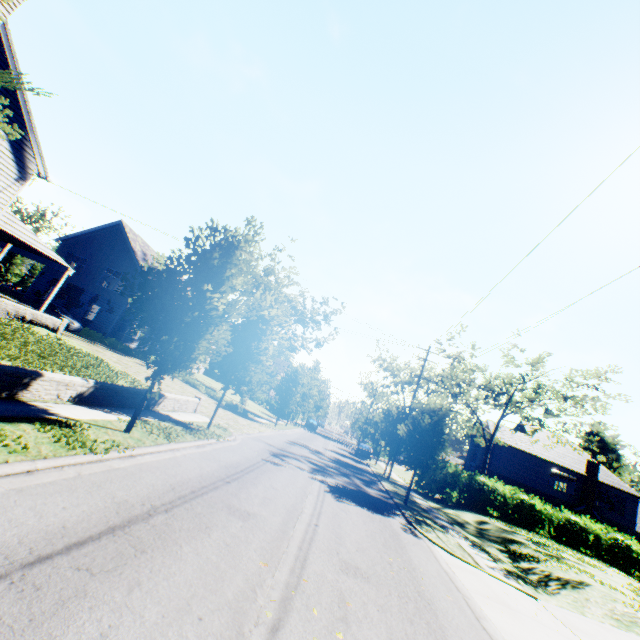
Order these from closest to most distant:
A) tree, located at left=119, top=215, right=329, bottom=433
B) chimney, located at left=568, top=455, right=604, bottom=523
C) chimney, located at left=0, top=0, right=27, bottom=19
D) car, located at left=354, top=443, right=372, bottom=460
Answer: tree, located at left=119, top=215, right=329, bottom=433
chimney, located at left=0, top=0, right=27, bottom=19
chimney, located at left=568, top=455, right=604, bottom=523
car, located at left=354, top=443, right=372, bottom=460

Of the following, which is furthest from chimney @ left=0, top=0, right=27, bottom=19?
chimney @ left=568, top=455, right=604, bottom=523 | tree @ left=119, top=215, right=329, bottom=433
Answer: chimney @ left=568, top=455, right=604, bottom=523

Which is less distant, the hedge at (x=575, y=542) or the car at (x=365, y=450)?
the hedge at (x=575, y=542)

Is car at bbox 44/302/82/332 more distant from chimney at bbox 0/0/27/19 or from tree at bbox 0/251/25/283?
tree at bbox 0/251/25/283

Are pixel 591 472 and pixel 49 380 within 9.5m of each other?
no

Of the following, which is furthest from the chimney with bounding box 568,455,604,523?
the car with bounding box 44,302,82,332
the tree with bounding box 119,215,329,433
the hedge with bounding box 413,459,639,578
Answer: the car with bounding box 44,302,82,332

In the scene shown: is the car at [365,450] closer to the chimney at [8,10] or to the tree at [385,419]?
the tree at [385,419]

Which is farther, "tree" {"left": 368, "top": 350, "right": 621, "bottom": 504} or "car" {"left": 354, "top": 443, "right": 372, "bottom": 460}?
"car" {"left": 354, "top": 443, "right": 372, "bottom": 460}
